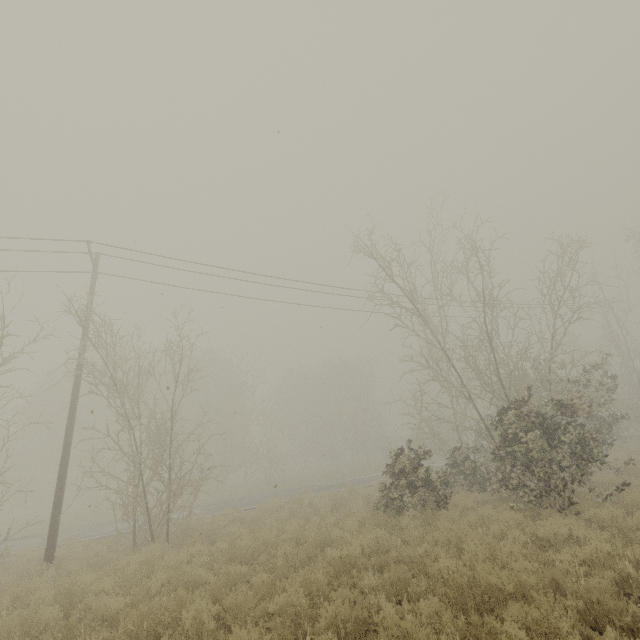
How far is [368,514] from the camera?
11.48m
